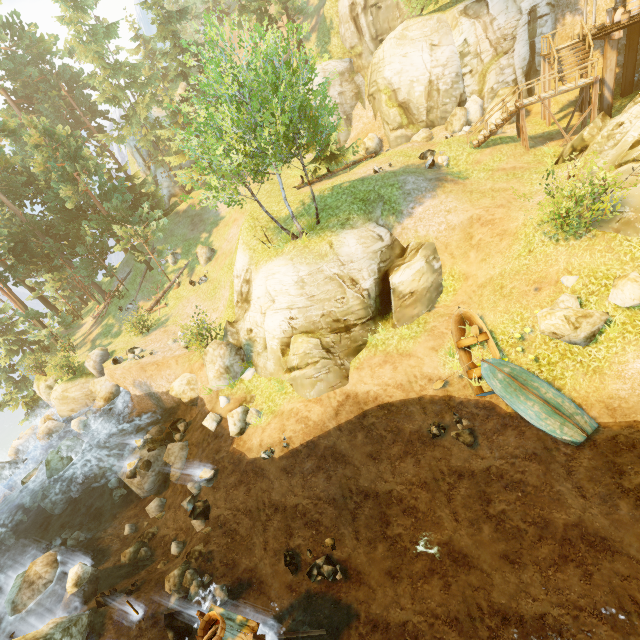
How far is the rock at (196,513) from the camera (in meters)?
13.90

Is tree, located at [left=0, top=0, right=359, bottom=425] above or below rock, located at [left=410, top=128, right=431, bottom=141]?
above

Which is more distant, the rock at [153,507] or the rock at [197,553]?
the rock at [153,507]

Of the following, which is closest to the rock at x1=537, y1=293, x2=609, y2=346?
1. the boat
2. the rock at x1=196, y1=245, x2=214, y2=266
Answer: the boat

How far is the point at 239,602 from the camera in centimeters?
1160cm

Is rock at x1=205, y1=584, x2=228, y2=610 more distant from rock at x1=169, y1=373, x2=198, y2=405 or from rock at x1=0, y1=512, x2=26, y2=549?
rock at x1=0, y1=512, x2=26, y2=549

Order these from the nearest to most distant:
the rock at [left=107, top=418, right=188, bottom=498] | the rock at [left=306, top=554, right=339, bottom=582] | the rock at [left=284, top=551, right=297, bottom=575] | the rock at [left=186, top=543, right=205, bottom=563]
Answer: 1. the rock at [left=306, top=554, right=339, bottom=582]
2. the rock at [left=284, top=551, right=297, bottom=575]
3. the rock at [left=186, top=543, right=205, bottom=563]
4. the rock at [left=107, top=418, right=188, bottom=498]

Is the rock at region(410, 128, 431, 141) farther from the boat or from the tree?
the boat
